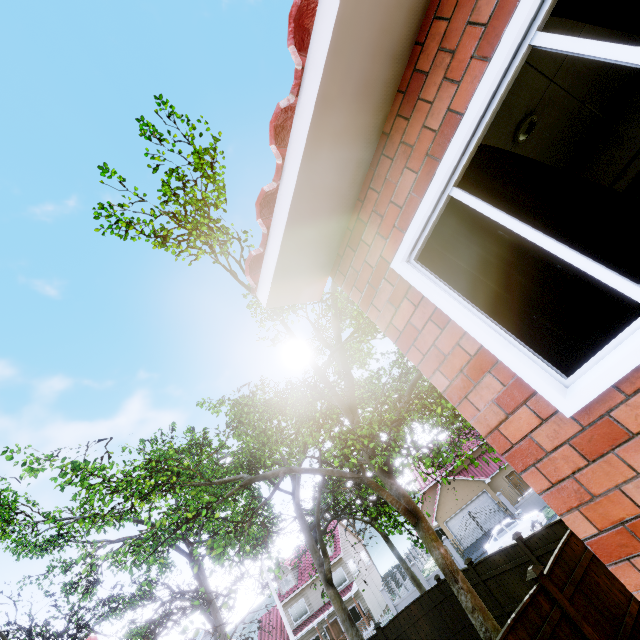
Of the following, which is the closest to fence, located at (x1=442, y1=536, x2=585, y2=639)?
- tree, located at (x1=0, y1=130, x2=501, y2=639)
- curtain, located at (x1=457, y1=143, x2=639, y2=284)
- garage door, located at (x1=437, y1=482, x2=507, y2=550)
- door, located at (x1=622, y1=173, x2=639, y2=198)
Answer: tree, located at (x1=0, y1=130, x2=501, y2=639)

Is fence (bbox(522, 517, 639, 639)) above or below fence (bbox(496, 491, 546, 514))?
above

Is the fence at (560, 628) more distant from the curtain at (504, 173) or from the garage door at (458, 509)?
the curtain at (504, 173)

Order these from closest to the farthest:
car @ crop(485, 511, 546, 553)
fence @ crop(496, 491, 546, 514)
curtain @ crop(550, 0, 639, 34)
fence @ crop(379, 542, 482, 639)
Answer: curtain @ crop(550, 0, 639, 34) < fence @ crop(379, 542, 482, 639) < car @ crop(485, 511, 546, 553) < fence @ crop(496, 491, 546, 514)

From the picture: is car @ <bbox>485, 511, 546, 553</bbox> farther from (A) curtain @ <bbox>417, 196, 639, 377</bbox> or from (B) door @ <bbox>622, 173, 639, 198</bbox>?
(A) curtain @ <bbox>417, 196, 639, 377</bbox>

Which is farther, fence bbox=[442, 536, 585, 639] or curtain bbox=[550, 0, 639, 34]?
fence bbox=[442, 536, 585, 639]

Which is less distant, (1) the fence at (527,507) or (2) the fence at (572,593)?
(2) the fence at (572,593)

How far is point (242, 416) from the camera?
15.1m
